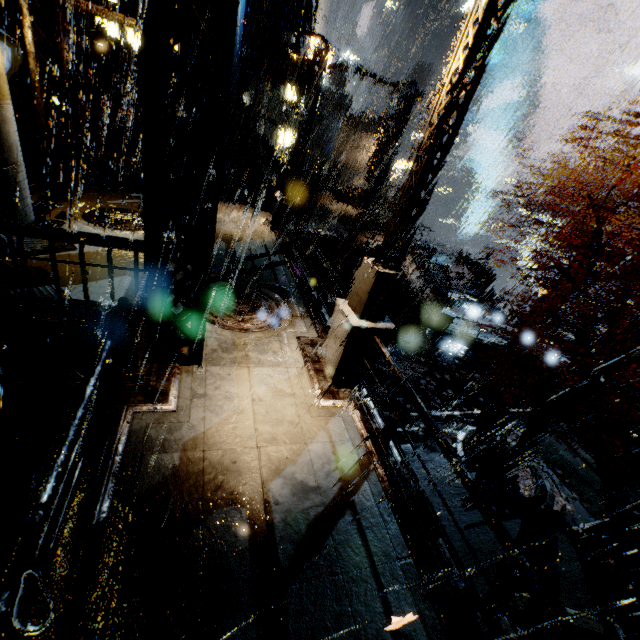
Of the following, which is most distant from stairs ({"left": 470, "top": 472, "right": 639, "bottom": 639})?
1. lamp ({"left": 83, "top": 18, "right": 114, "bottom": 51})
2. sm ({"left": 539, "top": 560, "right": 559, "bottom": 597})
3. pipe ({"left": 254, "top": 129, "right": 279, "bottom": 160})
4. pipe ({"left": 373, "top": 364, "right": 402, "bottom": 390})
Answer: pipe ({"left": 254, "top": 129, "right": 279, "bottom": 160})

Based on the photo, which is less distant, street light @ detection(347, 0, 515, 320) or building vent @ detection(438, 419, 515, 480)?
street light @ detection(347, 0, 515, 320)

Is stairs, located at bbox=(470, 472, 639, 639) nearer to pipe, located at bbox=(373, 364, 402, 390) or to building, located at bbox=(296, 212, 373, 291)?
building, located at bbox=(296, 212, 373, 291)

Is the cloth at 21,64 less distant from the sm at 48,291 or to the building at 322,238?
the building at 322,238

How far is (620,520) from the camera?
11.81m

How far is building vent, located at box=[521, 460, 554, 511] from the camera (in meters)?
11.16

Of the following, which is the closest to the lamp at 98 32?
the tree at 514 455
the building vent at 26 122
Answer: the building vent at 26 122

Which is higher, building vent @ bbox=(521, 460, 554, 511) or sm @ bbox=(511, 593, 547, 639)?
sm @ bbox=(511, 593, 547, 639)
